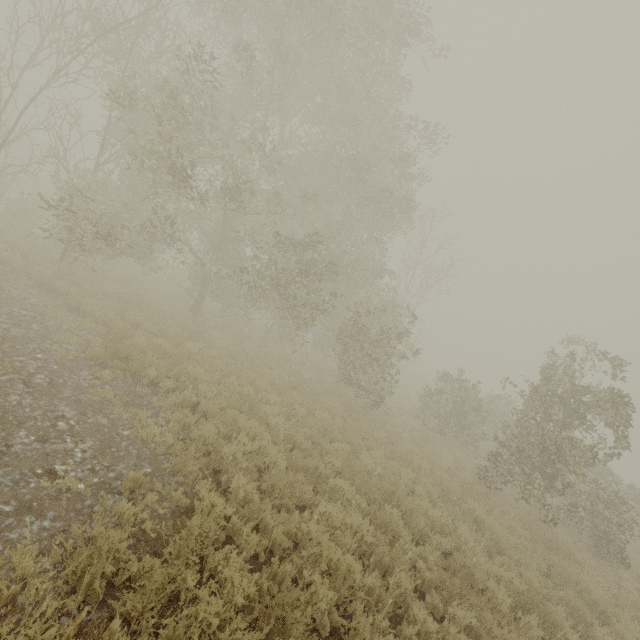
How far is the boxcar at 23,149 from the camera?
40.4 meters

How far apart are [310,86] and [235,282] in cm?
1043

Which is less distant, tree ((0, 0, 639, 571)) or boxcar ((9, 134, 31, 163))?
tree ((0, 0, 639, 571))

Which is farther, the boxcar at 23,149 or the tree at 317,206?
the boxcar at 23,149

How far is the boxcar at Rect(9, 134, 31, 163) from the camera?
40.4 meters
